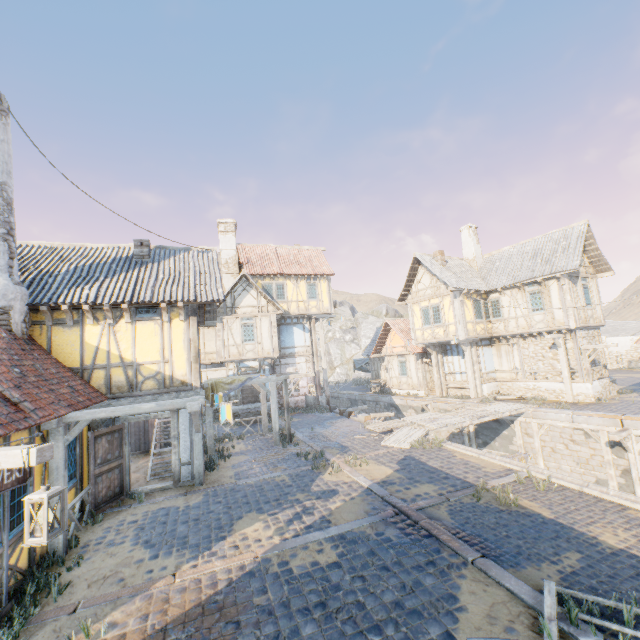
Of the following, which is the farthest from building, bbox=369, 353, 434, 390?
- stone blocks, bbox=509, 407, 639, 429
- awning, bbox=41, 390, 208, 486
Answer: awning, bbox=41, 390, 208, 486

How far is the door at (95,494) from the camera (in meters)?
8.59

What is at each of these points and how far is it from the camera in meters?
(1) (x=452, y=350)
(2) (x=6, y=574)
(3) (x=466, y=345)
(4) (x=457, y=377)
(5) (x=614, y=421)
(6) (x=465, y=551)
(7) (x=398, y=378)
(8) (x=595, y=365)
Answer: (1) building, 22.6 m
(2) building, 5.2 m
(3) wooden structure, 20.5 m
(4) building, 22.3 m
(5) stone blocks, 13.3 m
(6) stone blocks, 5.6 m
(7) building, 27.0 m
(8) building, 18.2 m

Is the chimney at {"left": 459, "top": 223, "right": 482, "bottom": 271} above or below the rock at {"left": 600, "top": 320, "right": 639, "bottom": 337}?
above

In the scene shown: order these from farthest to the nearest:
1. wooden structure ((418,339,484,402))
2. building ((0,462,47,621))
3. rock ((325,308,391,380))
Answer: rock ((325,308,391,380)), wooden structure ((418,339,484,402)), building ((0,462,47,621))

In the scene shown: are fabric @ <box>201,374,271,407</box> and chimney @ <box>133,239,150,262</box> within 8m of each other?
yes

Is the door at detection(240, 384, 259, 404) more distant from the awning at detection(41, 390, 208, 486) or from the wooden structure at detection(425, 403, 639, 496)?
the awning at detection(41, 390, 208, 486)

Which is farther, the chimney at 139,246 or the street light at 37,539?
the chimney at 139,246
